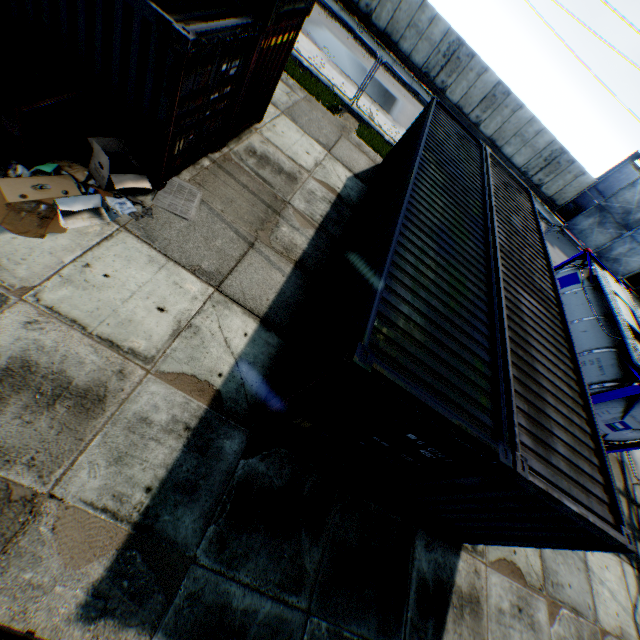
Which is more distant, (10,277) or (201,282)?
(201,282)

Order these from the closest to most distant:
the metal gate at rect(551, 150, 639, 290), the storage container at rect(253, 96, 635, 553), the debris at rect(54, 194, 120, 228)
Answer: the storage container at rect(253, 96, 635, 553)
the debris at rect(54, 194, 120, 228)
the metal gate at rect(551, 150, 639, 290)

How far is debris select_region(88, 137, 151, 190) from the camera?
5.87m

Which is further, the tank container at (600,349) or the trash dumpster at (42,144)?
the tank container at (600,349)

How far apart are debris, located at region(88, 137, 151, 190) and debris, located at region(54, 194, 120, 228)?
0.3 meters

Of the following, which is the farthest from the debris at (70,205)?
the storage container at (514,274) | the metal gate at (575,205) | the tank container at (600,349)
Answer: the metal gate at (575,205)

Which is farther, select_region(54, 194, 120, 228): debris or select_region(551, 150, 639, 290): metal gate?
select_region(551, 150, 639, 290): metal gate

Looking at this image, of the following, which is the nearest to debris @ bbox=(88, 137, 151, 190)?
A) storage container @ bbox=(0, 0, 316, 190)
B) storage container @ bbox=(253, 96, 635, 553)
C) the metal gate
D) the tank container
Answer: storage container @ bbox=(0, 0, 316, 190)
